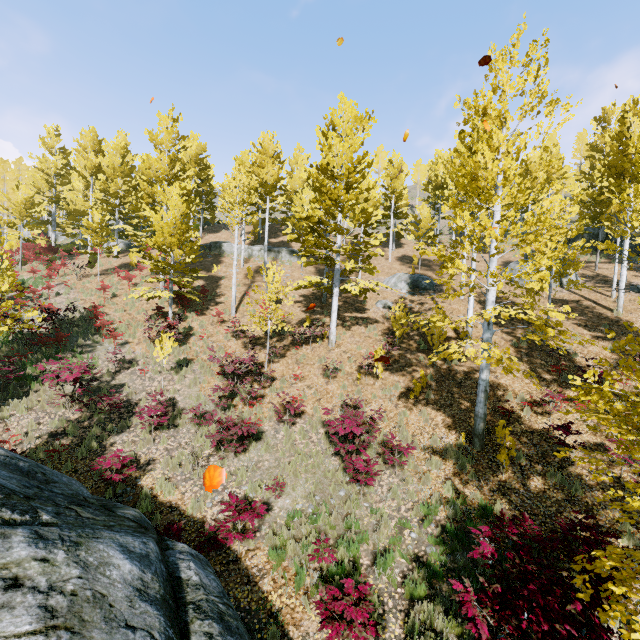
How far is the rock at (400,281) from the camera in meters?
21.9 m

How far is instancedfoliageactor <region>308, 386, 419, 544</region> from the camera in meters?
8.0 m

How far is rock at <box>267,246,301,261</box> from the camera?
28.05m

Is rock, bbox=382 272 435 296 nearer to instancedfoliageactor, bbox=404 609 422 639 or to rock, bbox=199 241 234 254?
instancedfoliageactor, bbox=404 609 422 639

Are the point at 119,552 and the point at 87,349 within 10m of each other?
no

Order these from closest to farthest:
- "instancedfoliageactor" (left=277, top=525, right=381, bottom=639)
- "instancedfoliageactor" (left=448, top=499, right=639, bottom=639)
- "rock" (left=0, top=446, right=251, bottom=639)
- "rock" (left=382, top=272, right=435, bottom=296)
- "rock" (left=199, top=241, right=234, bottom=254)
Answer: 1. "rock" (left=0, top=446, right=251, bottom=639)
2. "instancedfoliageactor" (left=448, top=499, right=639, bottom=639)
3. "instancedfoliageactor" (left=277, top=525, right=381, bottom=639)
4. "rock" (left=382, top=272, right=435, bottom=296)
5. "rock" (left=199, top=241, right=234, bottom=254)

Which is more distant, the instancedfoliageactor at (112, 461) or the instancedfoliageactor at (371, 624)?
the instancedfoliageactor at (112, 461)
